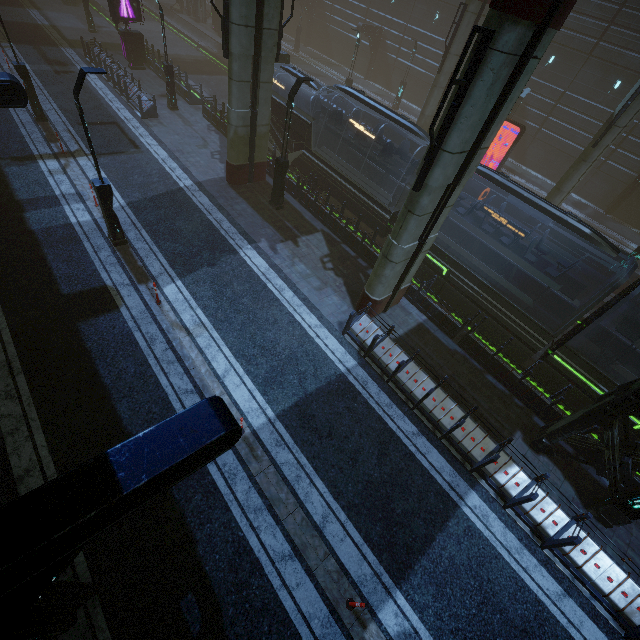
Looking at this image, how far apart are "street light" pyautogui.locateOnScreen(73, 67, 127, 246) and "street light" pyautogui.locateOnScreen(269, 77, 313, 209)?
6.66m

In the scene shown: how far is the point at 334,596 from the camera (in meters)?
7.15

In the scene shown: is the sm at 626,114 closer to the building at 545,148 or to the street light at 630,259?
the building at 545,148

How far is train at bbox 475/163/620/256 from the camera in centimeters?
1051cm

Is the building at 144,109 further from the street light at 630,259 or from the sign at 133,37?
the street light at 630,259

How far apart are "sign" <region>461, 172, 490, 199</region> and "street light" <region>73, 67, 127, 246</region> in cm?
2140

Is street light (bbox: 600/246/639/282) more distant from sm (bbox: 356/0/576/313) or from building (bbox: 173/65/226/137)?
sm (bbox: 356/0/576/313)

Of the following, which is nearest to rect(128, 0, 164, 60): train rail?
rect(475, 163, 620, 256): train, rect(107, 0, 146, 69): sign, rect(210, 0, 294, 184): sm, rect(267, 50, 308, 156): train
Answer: rect(267, 50, 308, 156): train
